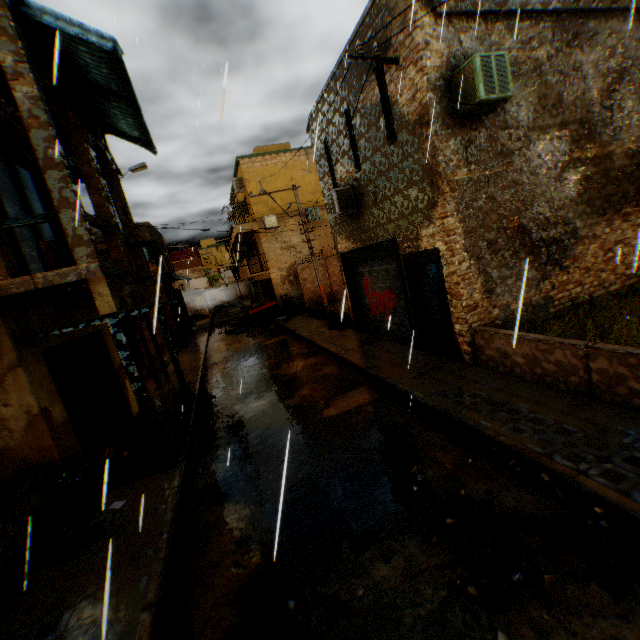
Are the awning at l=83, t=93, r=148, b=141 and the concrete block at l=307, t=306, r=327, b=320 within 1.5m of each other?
no

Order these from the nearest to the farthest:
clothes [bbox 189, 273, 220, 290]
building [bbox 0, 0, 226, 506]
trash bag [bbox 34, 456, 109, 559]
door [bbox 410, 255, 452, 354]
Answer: trash bag [bbox 34, 456, 109, 559], building [bbox 0, 0, 226, 506], door [bbox 410, 255, 452, 354], clothes [bbox 189, 273, 220, 290]

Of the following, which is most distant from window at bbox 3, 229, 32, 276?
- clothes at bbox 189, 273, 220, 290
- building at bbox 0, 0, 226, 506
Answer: clothes at bbox 189, 273, 220, 290

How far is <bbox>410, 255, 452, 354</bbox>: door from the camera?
8.2 meters

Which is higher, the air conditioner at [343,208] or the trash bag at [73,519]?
the air conditioner at [343,208]

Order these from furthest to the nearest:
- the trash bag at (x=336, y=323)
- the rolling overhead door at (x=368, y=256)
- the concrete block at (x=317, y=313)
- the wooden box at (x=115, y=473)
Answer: the concrete block at (x=317, y=313) < the trash bag at (x=336, y=323) < the rolling overhead door at (x=368, y=256) < the wooden box at (x=115, y=473)

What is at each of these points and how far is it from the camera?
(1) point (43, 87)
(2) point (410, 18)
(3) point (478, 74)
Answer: (1) building, 5.42m
(2) building, 6.43m
(3) air conditioner, 6.05m

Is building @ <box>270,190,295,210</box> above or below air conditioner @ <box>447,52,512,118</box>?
above
